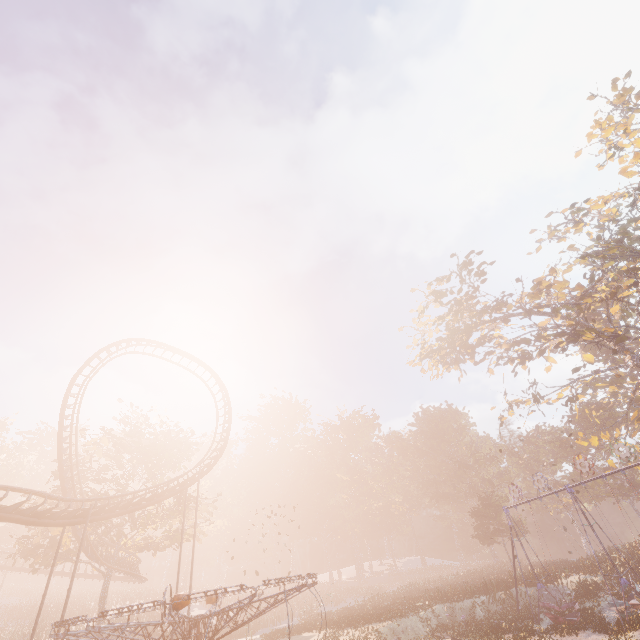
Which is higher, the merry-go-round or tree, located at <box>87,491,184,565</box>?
tree, located at <box>87,491,184,565</box>

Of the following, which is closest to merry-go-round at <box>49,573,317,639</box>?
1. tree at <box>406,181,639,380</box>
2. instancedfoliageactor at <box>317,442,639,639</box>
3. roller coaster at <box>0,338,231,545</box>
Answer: roller coaster at <box>0,338,231,545</box>

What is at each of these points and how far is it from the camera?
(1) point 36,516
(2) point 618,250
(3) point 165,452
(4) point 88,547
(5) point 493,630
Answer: (1) roller coaster, 17.28m
(2) tree, 27.05m
(3) tree, 32.34m
(4) roller coaster, 26.95m
(5) instancedfoliageactor, 19.05m

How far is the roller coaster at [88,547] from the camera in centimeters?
2661cm

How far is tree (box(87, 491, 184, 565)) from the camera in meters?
27.8

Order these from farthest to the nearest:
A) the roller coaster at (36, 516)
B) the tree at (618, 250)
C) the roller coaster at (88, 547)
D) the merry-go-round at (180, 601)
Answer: the roller coaster at (88, 547) < the tree at (618, 250) < the roller coaster at (36, 516) < the merry-go-round at (180, 601)

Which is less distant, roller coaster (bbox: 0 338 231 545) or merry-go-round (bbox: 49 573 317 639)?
merry-go-round (bbox: 49 573 317 639)
